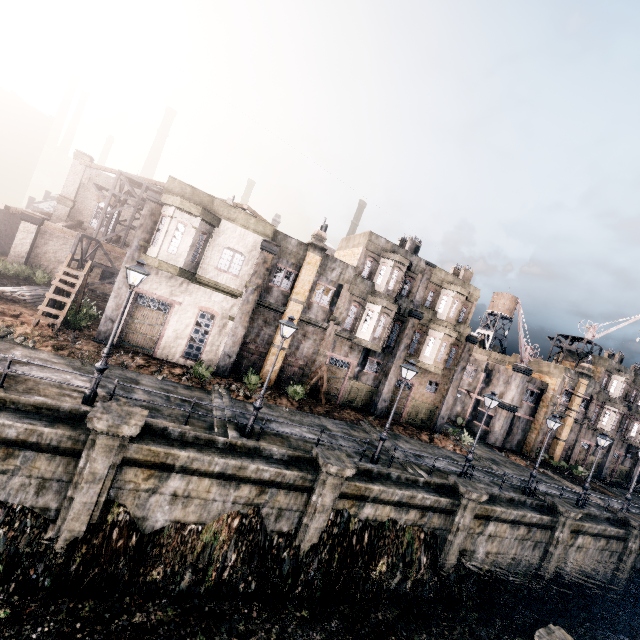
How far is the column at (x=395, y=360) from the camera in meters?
26.8

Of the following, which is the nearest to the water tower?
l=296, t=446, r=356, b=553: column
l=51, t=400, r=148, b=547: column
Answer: l=296, t=446, r=356, b=553: column

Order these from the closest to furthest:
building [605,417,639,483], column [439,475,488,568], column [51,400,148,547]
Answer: column [51,400,148,547] < column [439,475,488,568] < building [605,417,639,483]

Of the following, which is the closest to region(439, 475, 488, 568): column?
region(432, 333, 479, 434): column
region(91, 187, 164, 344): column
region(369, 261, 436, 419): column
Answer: region(369, 261, 436, 419): column

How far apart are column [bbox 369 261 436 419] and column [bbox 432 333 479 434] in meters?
5.5 m

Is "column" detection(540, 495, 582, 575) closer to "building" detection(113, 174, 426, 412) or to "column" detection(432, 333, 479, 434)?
"column" detection(432, 333, 479, 434)

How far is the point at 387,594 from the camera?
15.23m

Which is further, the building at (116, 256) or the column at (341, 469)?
the building at (116, 256)
